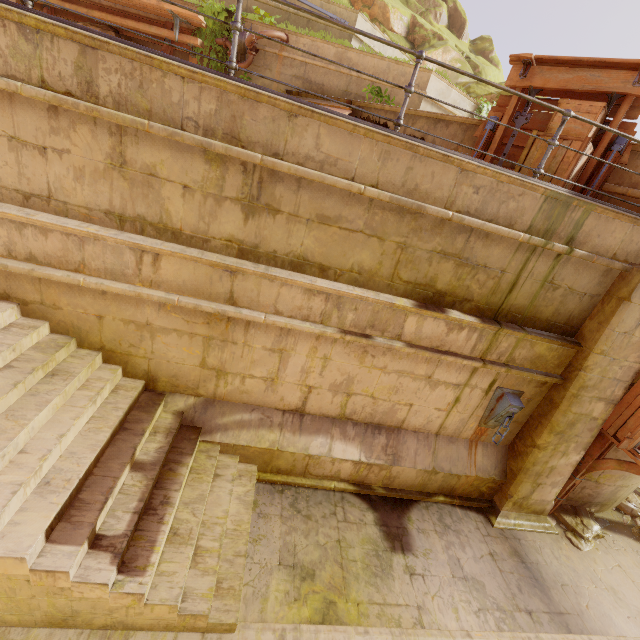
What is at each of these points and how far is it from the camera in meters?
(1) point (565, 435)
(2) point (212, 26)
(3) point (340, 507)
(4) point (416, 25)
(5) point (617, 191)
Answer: (1) pillar, 5.9
(2) plant, 9.3
(3) building, 5.9
(4) rock, 16.4
(5) building, 5.5

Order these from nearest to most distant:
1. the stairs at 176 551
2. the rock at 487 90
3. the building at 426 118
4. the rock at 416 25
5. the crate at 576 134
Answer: the stairs at 176 551
the crate at 576 134
the building at 426 118
the rock at 487 90
the rock at 416 25

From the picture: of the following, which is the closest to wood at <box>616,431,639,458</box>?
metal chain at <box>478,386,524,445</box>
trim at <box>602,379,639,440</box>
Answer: trim at <box>602,379,639,440</box>

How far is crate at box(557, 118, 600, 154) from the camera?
4.97m

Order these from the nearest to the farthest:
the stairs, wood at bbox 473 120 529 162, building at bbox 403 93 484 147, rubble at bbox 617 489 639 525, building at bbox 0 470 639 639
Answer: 1. the stairs
2. building at bbox 0 470 639 639
3. wood at bbox 473 120 529 162
4. building at bbox 403 93 484 147
5. rubble at bbox 617 489 639 525

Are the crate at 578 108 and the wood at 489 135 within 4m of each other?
yes

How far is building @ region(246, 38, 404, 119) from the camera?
8.4m

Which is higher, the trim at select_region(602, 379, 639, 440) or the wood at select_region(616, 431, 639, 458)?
the trim at select_region(602, 379, 639, 440)
